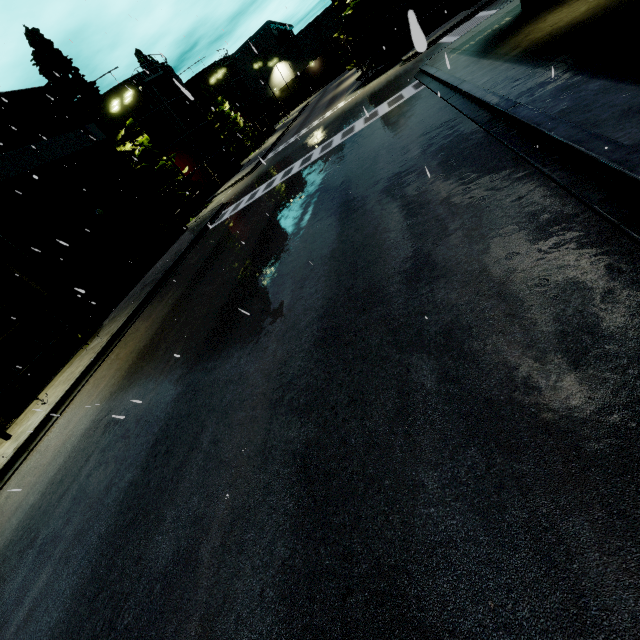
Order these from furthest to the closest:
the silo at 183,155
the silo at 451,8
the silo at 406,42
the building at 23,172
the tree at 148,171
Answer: the silo at 183,155 → the silo at 451,8 → the tree at 148,171 → the building at 23,172 → the silo at 406,42

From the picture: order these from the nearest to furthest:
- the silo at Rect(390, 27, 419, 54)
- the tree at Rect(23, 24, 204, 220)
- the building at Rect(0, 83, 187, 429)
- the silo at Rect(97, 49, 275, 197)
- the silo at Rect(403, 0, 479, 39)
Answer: the silo at Rect(390, 27, 419, 54)
the building at Rect(0, 83, 187, 429)
the tree at Rect(23, 24, 204, 220)
the silo at Rect(403, 0, 479, 39)
the silo at Rect(97, 49, 275, 197)

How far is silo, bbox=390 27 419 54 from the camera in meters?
0.8

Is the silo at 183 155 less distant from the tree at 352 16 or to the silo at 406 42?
the silo at 406 42

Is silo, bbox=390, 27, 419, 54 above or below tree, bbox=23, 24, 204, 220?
below

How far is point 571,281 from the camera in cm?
362

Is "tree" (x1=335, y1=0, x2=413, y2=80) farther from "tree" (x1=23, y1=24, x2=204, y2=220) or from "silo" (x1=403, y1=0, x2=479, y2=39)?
"tree" (x1=23, y1=24, x2=204, y2=220)

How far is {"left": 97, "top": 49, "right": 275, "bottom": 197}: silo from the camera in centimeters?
3145cm
